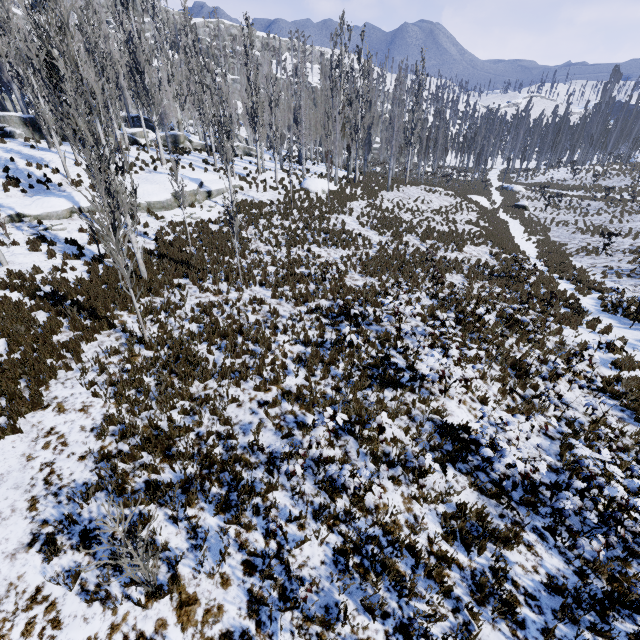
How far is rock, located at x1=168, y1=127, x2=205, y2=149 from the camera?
31.4 meters

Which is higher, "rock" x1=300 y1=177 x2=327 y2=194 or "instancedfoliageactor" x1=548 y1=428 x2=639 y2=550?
"rock" x1=300 y1=177 x2=327 y2=194

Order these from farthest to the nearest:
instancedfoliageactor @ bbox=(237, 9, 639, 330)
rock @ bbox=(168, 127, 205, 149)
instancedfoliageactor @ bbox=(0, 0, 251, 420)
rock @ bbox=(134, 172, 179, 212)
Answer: rock @ bbox=(168, 127, 205, 149)
rock @ bbox=(134, 172, 179, 212)
instancedfoliageactor @ bbox=(237, 9, 639, 330)
instancedfoliageactor @ bbox=(0, 0, 251, 420)

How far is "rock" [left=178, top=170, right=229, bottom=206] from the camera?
19.95m

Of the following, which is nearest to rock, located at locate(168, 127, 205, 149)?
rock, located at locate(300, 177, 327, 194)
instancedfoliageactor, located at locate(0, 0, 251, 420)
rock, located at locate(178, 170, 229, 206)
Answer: instancedfoliageactor, located at locate(0, 0, 251, 420)

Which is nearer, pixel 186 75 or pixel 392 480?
pixel 392 480

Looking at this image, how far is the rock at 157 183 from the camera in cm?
1845

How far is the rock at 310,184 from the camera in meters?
25.4 m
